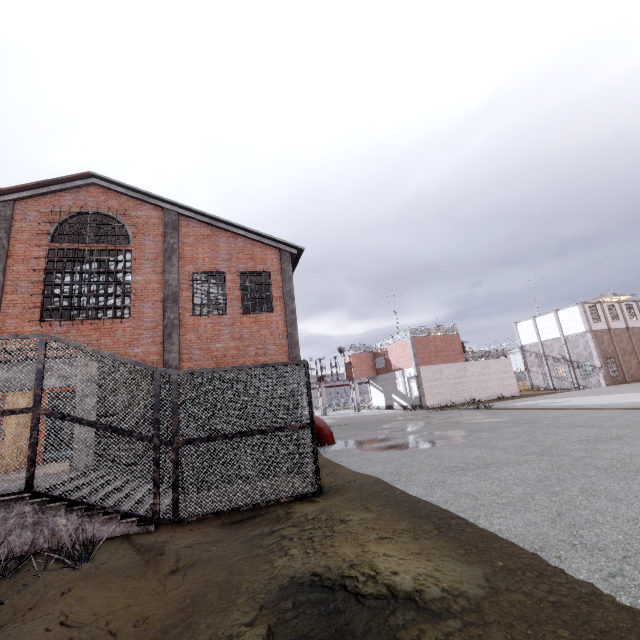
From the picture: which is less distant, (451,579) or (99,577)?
(451,579)

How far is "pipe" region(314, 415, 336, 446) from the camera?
14.49m

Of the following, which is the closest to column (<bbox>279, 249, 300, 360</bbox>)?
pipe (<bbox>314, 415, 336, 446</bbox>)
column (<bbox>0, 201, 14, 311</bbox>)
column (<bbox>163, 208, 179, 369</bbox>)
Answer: pipe (<bbox>314, 415, 336, 446</bbox>)

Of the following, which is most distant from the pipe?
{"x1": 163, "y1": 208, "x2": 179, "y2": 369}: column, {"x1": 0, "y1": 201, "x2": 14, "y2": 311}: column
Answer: {"x1": 0, "y1": 201, "x2": 14, "y2": 311}: column

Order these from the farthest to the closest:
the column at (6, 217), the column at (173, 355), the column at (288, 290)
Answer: the column at (288, 290)
the column at (173, 355)
the column at (6, 217)

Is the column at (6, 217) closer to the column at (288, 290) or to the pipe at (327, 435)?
the column at (288, 290)

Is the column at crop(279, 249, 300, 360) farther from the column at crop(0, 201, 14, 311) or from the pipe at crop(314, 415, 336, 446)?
the column at crop(0, 201, 14, 311)
